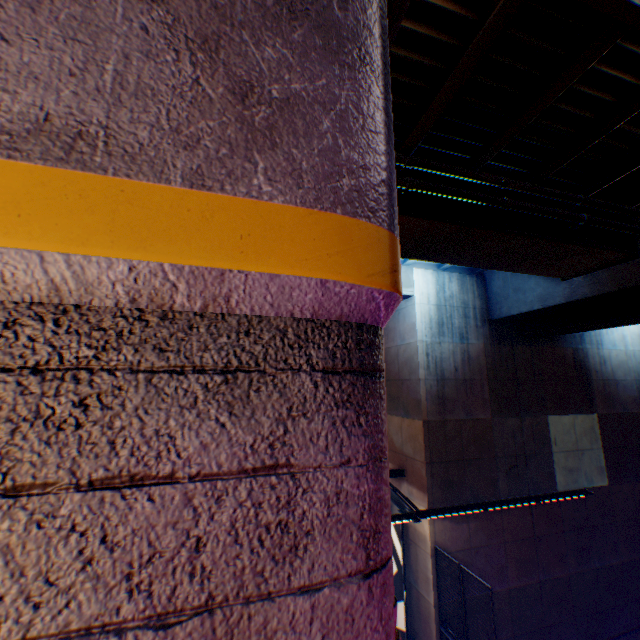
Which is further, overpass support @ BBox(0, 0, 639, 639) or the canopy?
the canopy

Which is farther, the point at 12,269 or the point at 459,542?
the point at 459,542

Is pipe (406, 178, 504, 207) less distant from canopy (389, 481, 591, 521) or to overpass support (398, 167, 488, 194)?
overpass support (398, 167, 488, 194)

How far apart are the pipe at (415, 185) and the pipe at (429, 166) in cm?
30

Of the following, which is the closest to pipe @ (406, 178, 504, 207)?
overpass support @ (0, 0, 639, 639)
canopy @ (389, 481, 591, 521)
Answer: overpass support @ (0, 0, 639, 639)

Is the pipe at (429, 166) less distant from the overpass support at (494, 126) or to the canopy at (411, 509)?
the overpass support at (494, 126)

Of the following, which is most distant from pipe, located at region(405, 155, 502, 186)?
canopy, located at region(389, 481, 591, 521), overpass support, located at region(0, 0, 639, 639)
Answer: canopy, located at region(389, 481, 591, 521)
